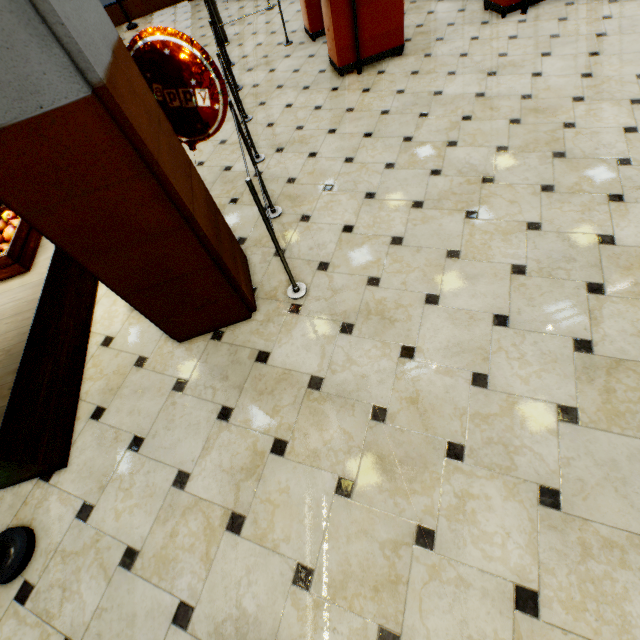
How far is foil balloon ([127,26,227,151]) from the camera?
1.76m

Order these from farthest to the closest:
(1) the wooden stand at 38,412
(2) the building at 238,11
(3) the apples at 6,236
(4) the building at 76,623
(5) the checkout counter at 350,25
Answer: (2) the building at 238,11 < (5) the checkout counter at 350,25 < (3) the apples at 6,236 < (1) the wooden stand at 38,412 < (4) the building at 76,623

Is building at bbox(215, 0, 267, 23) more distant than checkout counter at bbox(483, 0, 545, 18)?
Yes

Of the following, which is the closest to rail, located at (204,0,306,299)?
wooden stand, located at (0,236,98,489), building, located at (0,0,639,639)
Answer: building, located at (0,0,639,639)

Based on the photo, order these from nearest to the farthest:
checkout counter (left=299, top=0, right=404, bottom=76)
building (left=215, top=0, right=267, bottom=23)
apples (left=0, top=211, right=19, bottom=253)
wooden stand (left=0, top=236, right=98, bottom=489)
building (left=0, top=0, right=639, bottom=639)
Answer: building (left=0, top=0, right=639, bottom=639)
wooden stand (left=0, top=236, right=98, bottom=489)
apples (left=0, top=211, right=19, bottom=253)
checkout counter (left=299, top=0, right=404, bottom=76)
building (left=215, top=0, right=267, bottom=23)

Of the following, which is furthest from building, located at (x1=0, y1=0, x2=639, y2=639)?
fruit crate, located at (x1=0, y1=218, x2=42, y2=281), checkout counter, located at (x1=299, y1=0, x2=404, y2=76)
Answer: fruit crate, located at (x1=0, y1=218, x2=42, y2=281)

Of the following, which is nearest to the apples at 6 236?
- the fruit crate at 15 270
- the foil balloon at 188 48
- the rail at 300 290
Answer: the fruit crate at 15 270

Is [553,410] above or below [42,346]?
below
